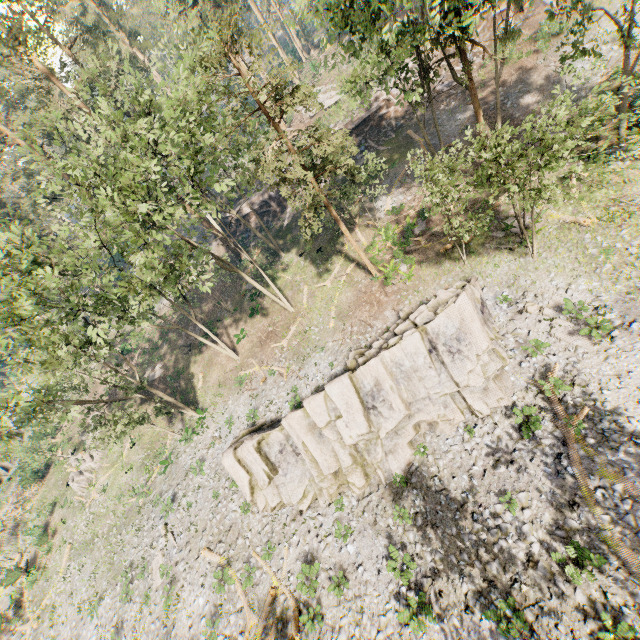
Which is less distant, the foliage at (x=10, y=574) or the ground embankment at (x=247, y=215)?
the foliage at (x=10, y=574)

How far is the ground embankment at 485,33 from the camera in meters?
31.9

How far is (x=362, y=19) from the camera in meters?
16.5

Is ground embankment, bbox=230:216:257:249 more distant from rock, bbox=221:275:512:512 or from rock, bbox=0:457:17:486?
rock, bbox=0:457:17:486

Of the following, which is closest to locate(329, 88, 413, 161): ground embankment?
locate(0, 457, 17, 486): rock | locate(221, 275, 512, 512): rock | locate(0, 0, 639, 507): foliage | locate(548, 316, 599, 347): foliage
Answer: locate(0, 0, 639, 507): foliage

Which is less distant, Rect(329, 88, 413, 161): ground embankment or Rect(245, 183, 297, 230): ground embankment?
Rect(329, 88, 413, 161): ground embankment
